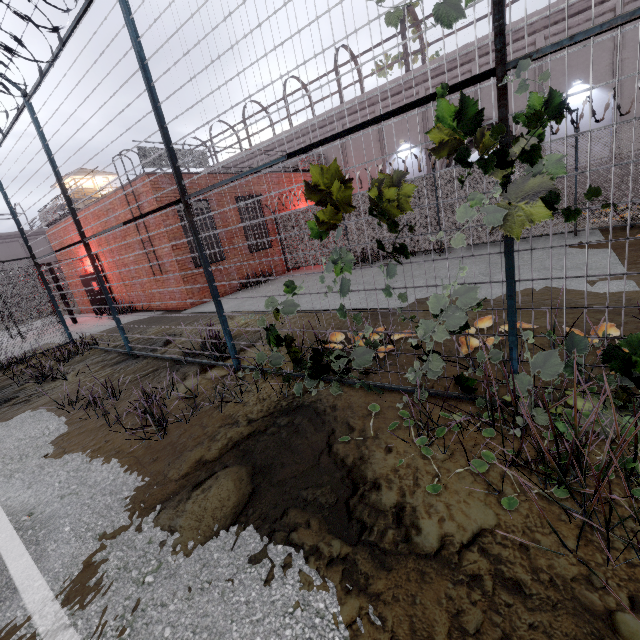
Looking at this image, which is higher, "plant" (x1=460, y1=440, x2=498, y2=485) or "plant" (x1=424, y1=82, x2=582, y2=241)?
"plant" (x1=424, y1=82, x2=582, y2=241)

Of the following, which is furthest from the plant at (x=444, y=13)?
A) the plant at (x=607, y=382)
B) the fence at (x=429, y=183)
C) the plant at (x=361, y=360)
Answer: the plant at (x=361, y=360)

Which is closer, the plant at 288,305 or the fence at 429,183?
the fence at 429,183

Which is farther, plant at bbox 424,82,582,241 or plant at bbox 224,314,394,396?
plant at bbox 224,314,394,396

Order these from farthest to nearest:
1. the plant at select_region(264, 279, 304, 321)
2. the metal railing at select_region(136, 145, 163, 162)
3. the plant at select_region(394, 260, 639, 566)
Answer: the metal railing at select_region(136, 145, 163, 162), the plant at select_region(264, 279, 304, 321), the plant at select_region(394, 260, 639, 566)

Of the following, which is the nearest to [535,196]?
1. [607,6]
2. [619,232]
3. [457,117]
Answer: [457,117]

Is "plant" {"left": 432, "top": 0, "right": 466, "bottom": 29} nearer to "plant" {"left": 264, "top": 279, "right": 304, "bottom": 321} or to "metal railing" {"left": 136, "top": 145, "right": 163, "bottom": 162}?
"plant" {"left": 264, "top": 279, "right": 304, "bottom": 321}

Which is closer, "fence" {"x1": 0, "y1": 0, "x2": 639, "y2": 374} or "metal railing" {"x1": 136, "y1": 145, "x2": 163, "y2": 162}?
"fence" {"x1": 0, "y1": 0, "x2": 639, "y2": 374}
